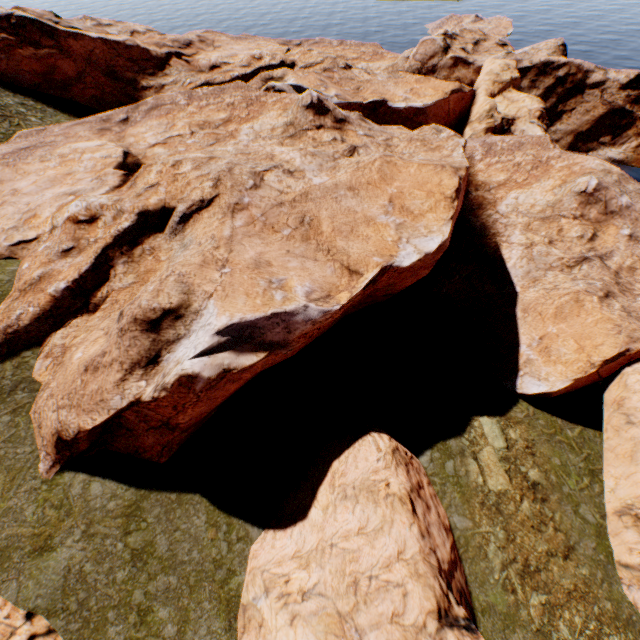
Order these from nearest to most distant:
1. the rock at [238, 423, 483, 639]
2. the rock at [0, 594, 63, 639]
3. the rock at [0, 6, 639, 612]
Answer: the rock at [0, 594, 63, 639], the rock at [238, 423, 483, 639], the rock at [0, 6, 639, 612]

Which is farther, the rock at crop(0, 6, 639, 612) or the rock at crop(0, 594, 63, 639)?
the rock at crop(0, 6, 639, 612)

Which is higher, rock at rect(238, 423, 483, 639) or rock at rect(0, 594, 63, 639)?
rock at rect(0, 594, 63, 639)

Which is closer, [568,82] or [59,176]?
[59,176]

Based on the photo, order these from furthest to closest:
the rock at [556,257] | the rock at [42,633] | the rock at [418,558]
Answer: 1. the rock at [556,257]
2. the rock at [418,558]
3. the rock at [42,633]

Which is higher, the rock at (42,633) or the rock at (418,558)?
the rock at (42,633)
